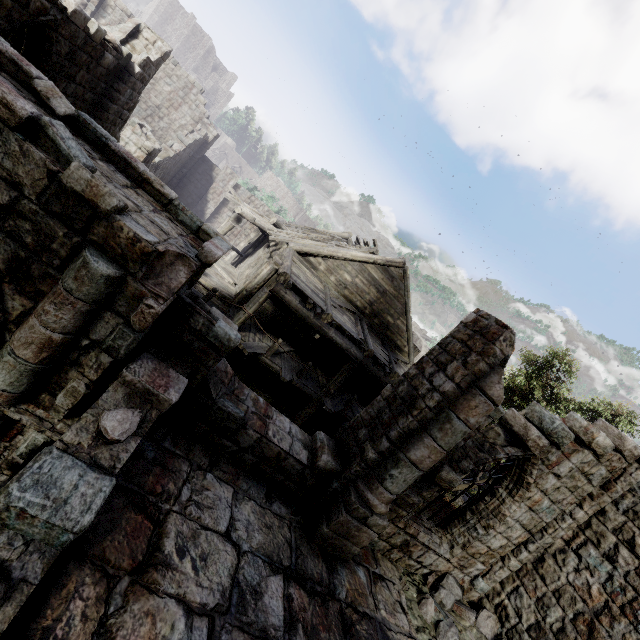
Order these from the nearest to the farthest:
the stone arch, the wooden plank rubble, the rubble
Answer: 1. the stone arch
2. the rubble
3. the wooden plank rubble

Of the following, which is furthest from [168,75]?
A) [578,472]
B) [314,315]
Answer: [578,472]

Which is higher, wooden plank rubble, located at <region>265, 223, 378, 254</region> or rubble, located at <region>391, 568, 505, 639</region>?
wooden plank rubble, located at <region>265, 223, 378, 254</region>

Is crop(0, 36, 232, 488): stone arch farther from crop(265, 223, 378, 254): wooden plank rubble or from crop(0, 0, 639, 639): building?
crop(265, 223, 378, 254): wooden plank rubble

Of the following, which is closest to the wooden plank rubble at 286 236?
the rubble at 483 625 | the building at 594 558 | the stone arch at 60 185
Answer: the building at 594 558

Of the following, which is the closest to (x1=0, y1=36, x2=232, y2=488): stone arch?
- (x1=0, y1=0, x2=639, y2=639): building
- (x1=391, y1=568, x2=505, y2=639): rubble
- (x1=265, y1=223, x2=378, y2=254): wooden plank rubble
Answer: (x1=0, y1=0, x2=639, y2=639): building

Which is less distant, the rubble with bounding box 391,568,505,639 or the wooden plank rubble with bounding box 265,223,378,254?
the rubble with bounding box 391,568,505,639

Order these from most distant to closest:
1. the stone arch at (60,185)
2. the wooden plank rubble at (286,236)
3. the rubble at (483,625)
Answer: the wooden plank rubble at (286,236) → the rubble at (483,625) → the stone arch at (60,185)
